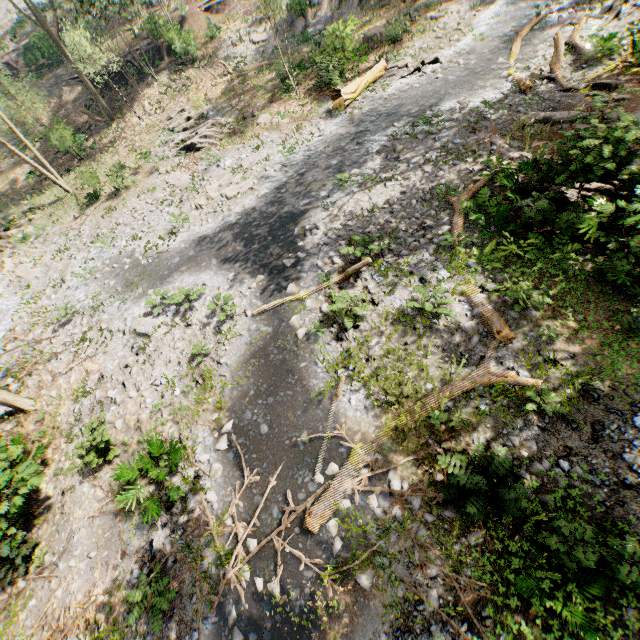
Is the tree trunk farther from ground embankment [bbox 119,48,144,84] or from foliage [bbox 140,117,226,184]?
ground embankment [bbox 119,48,144,84]

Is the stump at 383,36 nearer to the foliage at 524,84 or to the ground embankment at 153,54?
the foliage at 524,84

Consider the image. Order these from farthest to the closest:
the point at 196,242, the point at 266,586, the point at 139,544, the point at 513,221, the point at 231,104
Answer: the point at 231,104
the point at 196,242
the point at 513,221
the point at 139,544
the point at 266,586

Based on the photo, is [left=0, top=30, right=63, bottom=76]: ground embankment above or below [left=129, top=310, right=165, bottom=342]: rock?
above

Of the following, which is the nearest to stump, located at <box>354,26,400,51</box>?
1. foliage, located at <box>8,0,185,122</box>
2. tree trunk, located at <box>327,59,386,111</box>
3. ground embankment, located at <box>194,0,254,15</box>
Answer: tree trunk, located at <box>327,59,386,111</box>

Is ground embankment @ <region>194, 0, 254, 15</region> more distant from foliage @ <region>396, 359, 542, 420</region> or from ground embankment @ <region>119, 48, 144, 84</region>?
ground embankment @ <region>119, 48, 144, 84</region>

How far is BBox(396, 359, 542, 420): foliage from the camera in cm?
792

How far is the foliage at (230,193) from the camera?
17.12m
